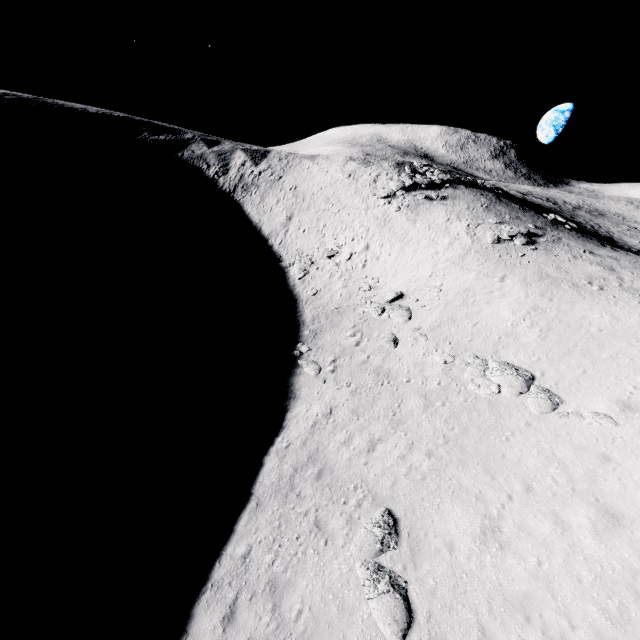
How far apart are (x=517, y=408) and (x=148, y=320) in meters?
24.7 m

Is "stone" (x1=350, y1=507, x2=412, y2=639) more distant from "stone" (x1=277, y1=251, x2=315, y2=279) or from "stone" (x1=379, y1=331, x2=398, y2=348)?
"stone" (x1=277, y1=251, x2=315, y2=279)

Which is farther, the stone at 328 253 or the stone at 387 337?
the stone at 328 253

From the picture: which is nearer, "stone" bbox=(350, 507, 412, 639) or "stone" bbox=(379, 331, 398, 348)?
"stone" bbox=(350, 507, 412, 639)

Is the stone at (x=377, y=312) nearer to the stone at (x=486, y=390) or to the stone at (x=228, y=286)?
the stone at (x=486, y=390)

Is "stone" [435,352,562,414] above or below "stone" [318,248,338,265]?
below

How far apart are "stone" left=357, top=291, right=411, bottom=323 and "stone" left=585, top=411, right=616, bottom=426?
11.1m

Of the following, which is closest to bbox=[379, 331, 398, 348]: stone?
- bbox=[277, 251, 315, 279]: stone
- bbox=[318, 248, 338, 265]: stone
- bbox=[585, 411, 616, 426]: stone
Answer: bbox=[585, 411, 616, 426]: stone
